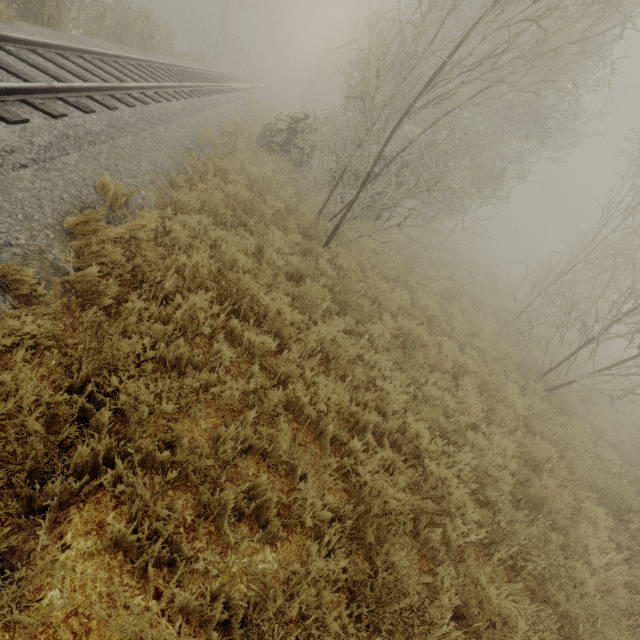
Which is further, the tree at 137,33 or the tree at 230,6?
the tree at 230,6

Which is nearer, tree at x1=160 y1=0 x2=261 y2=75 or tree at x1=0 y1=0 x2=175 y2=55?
tree at x1=0 y1=0 x2=175 y2=55

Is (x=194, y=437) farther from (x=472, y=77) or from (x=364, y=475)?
(x=472, y=77)
